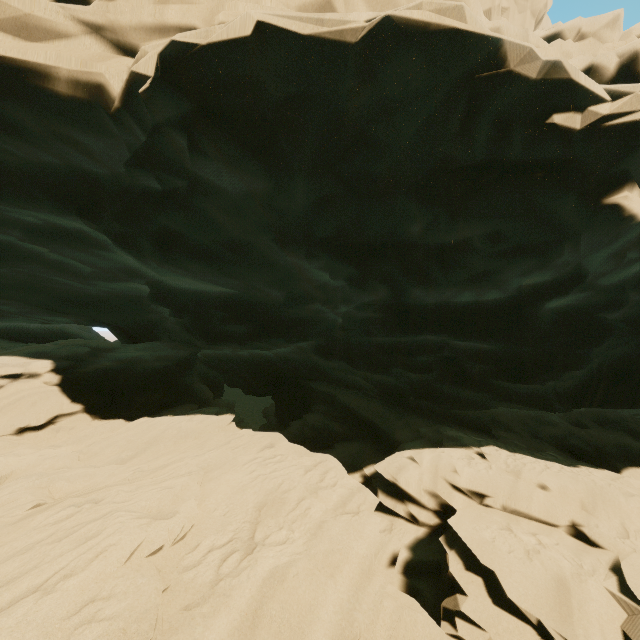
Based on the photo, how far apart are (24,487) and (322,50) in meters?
7.6
